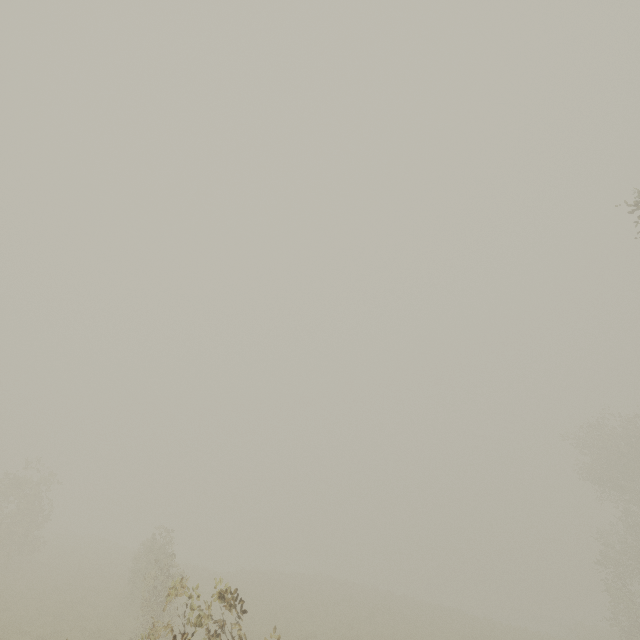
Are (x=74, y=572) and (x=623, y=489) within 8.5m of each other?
no
